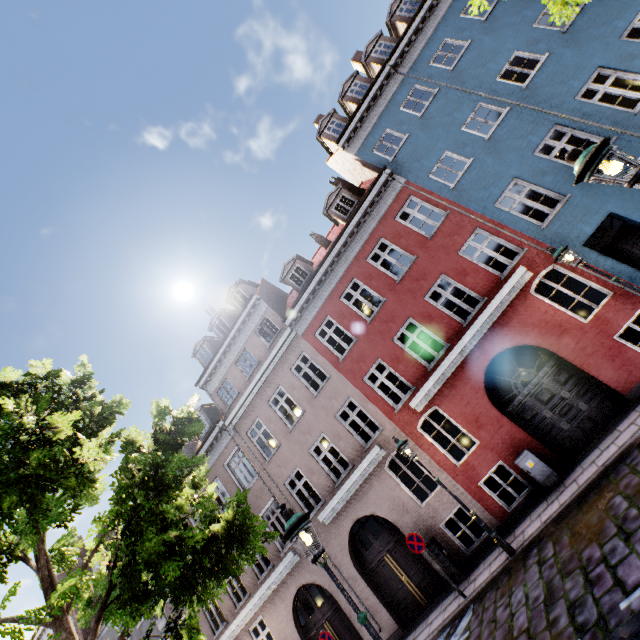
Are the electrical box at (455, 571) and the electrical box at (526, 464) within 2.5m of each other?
no

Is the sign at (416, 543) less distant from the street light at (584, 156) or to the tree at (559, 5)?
the tree at (559, 5)

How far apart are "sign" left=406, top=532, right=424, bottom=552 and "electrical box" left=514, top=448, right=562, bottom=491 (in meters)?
3.58

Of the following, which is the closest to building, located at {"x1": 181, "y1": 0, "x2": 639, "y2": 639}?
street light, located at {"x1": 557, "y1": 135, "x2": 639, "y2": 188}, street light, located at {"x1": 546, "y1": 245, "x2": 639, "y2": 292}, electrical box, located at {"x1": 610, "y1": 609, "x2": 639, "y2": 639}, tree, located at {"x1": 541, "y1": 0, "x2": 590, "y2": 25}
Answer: street light, located at {"x1": 546, "y1": 245, "x2": 639, "y2": 292}

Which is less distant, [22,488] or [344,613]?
[22,488]

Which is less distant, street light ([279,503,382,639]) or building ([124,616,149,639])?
street light ([279,503,382,639])

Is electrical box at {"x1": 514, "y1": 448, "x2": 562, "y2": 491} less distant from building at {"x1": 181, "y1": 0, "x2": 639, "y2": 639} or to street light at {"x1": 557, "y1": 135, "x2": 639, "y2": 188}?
building at {"x1": 181, "y1": 0, "x2": 639, "y2": 639}

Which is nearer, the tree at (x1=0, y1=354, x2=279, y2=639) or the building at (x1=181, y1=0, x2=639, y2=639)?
the tree at (x1=0, y1=354, x2=279, y2=639)
